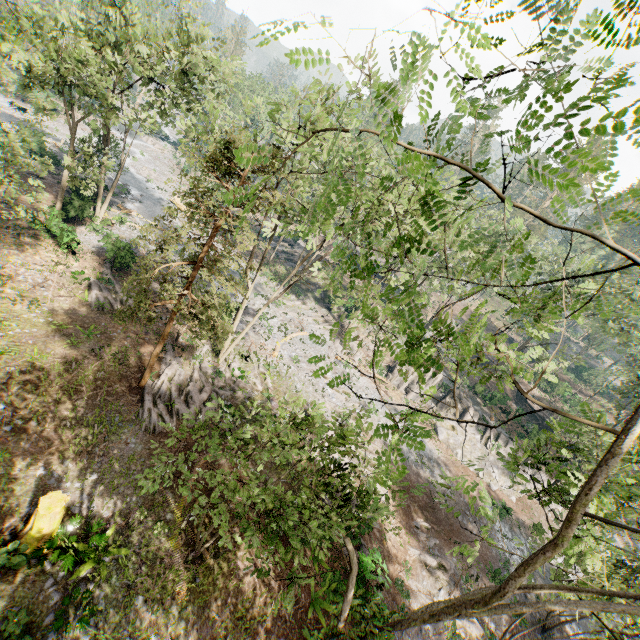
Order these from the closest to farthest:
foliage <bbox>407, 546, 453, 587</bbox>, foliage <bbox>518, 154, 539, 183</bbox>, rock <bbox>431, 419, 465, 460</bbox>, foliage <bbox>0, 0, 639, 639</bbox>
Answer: foliage <bbox>518, 154, 539, 183</bbox>
foliage <bbox>0, 0, 639, 639</bbox>
foliage <bbox>407, 546, 453, 587</bbox>
rock <bbox>431, 419, 465, 460</bbox>

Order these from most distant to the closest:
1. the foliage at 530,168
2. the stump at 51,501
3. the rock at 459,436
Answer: the rock at 459,436, the stump at 51,501, the foliage at 530,168

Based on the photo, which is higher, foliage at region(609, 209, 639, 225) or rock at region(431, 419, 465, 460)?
foliage at region(609, 209, 639, 225)

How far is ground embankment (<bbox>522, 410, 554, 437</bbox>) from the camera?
35.0m

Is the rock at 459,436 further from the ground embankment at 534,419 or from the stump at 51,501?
the stump at 51,501

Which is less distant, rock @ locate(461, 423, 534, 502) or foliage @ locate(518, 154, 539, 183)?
foliage @ locate(518, 154, 539, 183)

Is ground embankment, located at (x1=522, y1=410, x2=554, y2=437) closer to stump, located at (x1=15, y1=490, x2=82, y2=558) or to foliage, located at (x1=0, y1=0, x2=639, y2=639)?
foliage, located at (x1=0, y1=0, x2=639, y2=639)

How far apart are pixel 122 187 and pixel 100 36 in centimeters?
2004cm
